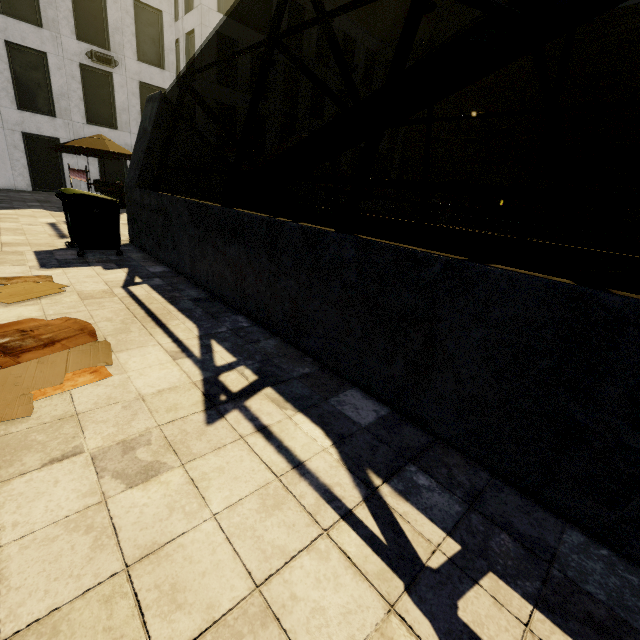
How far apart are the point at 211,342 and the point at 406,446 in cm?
224

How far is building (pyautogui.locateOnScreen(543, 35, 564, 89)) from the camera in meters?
31.5

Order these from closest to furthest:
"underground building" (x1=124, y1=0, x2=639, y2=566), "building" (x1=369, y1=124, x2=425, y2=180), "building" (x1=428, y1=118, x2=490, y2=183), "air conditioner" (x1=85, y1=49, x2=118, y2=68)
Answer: "underground building" (x1=124, y1=0, x2=639, y2=566) < "air conditioner" (x1=85, y1=49, x2=118, y2=68) < "building" (x1=369, y1=124, x2=425, y2=180) < "building" (x1=428, y1=118, x2=490, y2=183)

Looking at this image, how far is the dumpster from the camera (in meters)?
5.73

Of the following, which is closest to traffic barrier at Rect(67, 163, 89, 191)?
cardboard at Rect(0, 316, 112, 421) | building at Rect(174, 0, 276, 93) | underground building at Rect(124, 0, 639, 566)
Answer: underground building at Rect(124, 0, 639, 566)

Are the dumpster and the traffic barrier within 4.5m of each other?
yes

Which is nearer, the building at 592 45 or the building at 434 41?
the building at 592 45

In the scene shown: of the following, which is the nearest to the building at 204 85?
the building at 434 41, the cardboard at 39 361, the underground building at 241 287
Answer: the underground building at 241 287
